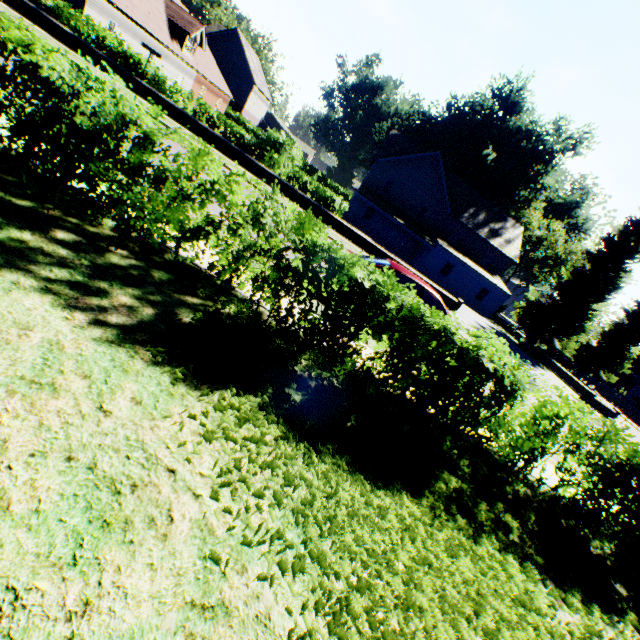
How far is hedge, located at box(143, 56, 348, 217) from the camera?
18.5 meters

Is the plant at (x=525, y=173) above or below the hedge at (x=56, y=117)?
above

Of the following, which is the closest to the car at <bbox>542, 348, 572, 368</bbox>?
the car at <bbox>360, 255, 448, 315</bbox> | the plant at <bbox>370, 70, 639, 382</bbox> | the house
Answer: the plant at <bbox>370, 70, 639, 382</bbox>

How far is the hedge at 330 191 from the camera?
18.5 meters

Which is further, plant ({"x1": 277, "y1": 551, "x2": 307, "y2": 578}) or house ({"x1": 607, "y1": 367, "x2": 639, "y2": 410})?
house ({"x1": 607, "y1": 367, "x2": 639, "y2": 410})

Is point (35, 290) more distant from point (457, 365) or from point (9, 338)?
point (457, 365)

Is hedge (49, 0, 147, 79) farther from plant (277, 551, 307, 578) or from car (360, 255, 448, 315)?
car (360, 255, 448, 315)

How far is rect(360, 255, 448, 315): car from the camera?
8.0m
